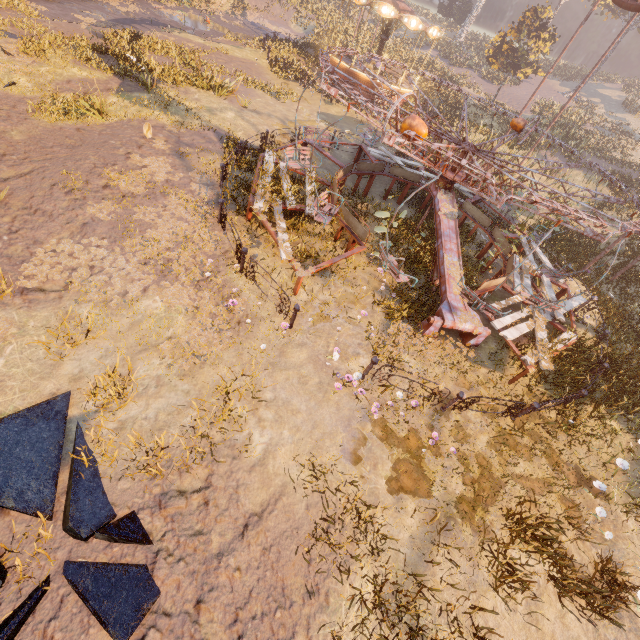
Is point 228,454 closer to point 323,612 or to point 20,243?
point 323,612

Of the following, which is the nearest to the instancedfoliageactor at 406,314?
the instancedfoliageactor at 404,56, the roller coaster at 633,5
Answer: the roller coaster at 633,5

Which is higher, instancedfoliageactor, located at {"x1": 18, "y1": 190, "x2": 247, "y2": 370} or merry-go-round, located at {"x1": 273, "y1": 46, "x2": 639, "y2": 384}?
merry-go-round, located at {"x1": 273, "y1": 46, "x2": 639, "y2": 384}

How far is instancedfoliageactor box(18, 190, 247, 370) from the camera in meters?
6.5

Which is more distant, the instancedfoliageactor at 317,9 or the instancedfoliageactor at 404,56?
the instancedfoliageactor at 404,56

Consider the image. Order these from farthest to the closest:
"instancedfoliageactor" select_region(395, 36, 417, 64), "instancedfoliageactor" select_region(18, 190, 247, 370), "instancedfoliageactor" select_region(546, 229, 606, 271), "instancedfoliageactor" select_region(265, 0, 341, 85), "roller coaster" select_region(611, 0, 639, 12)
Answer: "instancedfoliageactor" select_region(395, 36, 417, 64) < "instancedfoliageactor" select_region(265, 0, 341, 85) < "instancedfoliageactor" select_region(546, 229, 606, 271) < "roller coaster" select_region(611, 0, 639, 12) < "instancedfoliageactor" select_region(18, 190, 247, 370)

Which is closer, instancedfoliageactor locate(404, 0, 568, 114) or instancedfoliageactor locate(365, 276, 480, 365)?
instancedfoliageactor locate(365, 276, 480, 365)

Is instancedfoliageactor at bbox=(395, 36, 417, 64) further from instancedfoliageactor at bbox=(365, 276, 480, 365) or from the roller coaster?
instancedfoliageactor at bbox=(365, 276, 480, 365)
